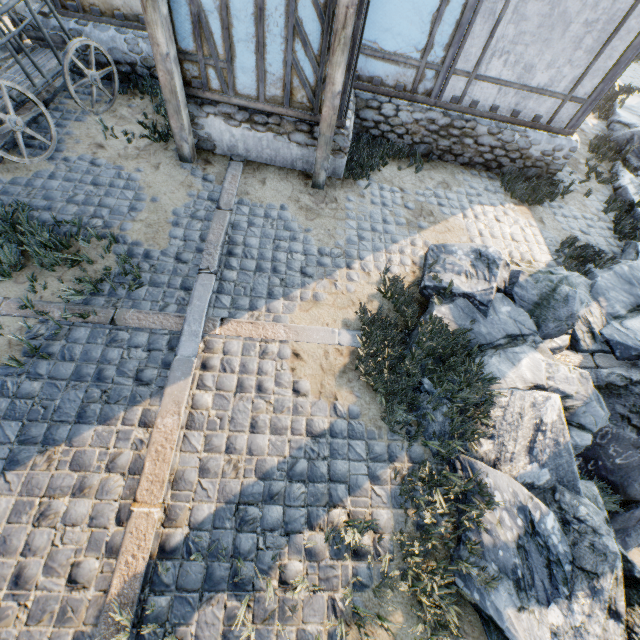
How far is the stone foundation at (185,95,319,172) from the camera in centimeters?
583cm

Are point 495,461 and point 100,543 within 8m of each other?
yes

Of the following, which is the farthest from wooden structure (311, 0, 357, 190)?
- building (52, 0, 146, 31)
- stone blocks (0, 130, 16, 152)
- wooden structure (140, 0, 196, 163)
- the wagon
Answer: stone blocks (0, 130, 16, 152)

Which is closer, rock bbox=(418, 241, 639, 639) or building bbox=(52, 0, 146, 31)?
rock bbox=(418, 241, 639, 639)

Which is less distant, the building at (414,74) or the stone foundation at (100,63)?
the building at (414,74)

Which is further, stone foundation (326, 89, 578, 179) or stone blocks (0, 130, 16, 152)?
stone foundation (326, 89, 578, 179)

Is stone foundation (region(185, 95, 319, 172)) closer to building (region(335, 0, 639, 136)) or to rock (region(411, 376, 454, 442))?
building (region(335, 0, 639, 136))

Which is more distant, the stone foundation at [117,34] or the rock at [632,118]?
the rock at [632,118]
